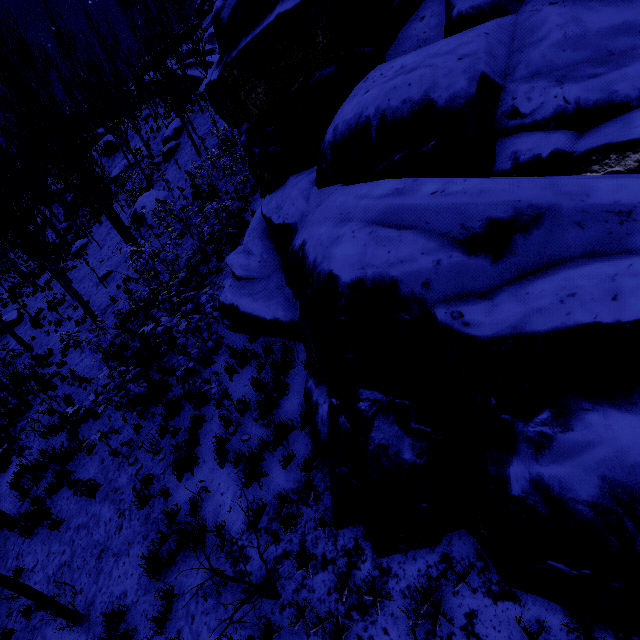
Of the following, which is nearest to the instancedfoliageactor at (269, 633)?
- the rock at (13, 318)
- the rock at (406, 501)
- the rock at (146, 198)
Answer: the rock at (406, 501)

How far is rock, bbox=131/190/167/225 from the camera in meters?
18.7 m

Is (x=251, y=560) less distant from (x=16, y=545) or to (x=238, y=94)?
(x=16, y=545)

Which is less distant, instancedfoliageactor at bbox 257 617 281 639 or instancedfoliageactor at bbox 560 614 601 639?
instancedfoliageactor at bbox 560 614 601 639

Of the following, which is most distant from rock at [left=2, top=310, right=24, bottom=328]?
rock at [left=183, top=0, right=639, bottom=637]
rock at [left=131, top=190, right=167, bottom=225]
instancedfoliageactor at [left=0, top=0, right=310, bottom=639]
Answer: rock at [left=183, top=0, right=639, bottom=637]

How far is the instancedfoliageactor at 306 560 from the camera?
4.0m

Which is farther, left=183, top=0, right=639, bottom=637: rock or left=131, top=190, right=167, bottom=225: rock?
left=131, top=190, right=167, bottom=225: rock

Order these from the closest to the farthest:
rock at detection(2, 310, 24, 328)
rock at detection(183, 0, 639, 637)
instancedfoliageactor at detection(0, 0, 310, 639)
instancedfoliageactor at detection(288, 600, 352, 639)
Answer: rock at detection(183, 0, 639, 637)
instancedfoliageactor at detection(288, 600, 352, 639)
instancedfoliageactor at detection(0, 0, 310, 639)
rock at detection(2, 310, 24, 328)
